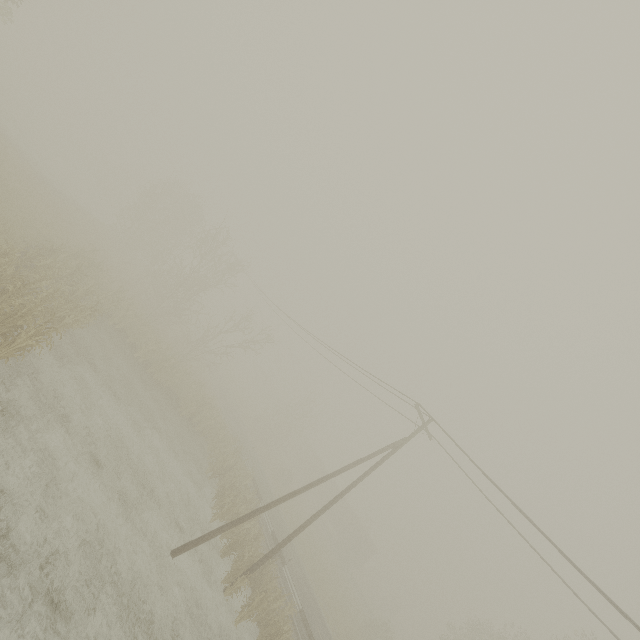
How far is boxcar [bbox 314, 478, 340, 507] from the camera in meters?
51.7

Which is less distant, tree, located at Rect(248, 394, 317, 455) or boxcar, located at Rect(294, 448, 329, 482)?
tree, located at Rect(248, 394, 317, 455)

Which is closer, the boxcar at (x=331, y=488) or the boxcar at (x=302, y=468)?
the boxcar at (x=331, y=488)

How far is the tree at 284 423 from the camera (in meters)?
45.28

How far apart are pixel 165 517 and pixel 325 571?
25.36m

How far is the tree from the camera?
45.28m

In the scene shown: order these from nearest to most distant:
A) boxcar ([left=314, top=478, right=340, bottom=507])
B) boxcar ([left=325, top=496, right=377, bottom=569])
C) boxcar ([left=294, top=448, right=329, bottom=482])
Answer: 1. boxcar ([left=325, top=496, right=377, bottom=569])
2. boxcar ([left=314, top=478, right=340, bottom=507])
3. boxcar ([left=294, top=448, right=329, bottom=482])

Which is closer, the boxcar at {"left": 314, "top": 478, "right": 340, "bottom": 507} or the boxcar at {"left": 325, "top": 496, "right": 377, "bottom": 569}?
the boxcar at {"left": 325, "top": 496, "right": 377, "bottom": 569}
